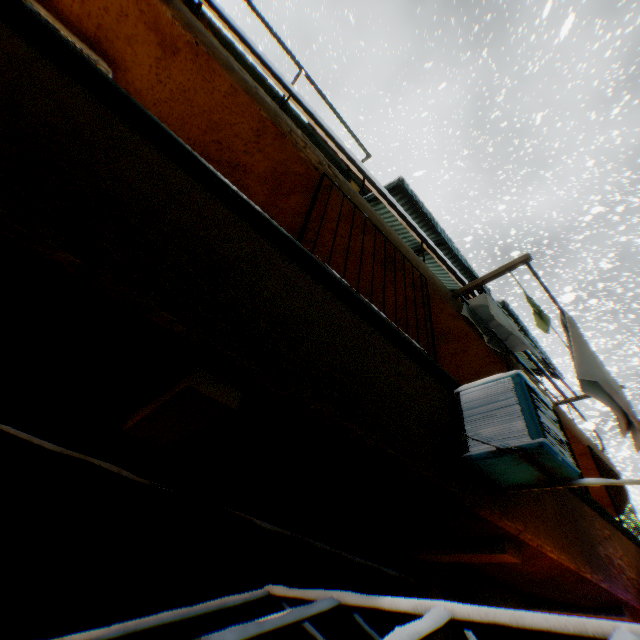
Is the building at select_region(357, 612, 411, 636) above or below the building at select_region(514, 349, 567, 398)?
below

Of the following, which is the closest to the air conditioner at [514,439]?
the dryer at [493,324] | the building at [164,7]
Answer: the building at [164,7]

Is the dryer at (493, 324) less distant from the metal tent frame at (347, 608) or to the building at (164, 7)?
the building at (164, 7)

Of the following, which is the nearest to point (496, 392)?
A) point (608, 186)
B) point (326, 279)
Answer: point (326, 279)

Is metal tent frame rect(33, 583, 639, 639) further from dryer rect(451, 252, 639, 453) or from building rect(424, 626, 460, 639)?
dryer rect(451, 252, 639, 453)

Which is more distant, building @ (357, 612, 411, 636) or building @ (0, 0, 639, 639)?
building @ (357, 612, 411, 636)

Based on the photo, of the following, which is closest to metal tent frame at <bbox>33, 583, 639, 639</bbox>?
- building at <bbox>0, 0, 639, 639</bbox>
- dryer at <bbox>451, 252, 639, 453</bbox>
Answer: building at <bbox>0, 0, 639, 639</bbox>

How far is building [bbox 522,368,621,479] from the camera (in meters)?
6.71
